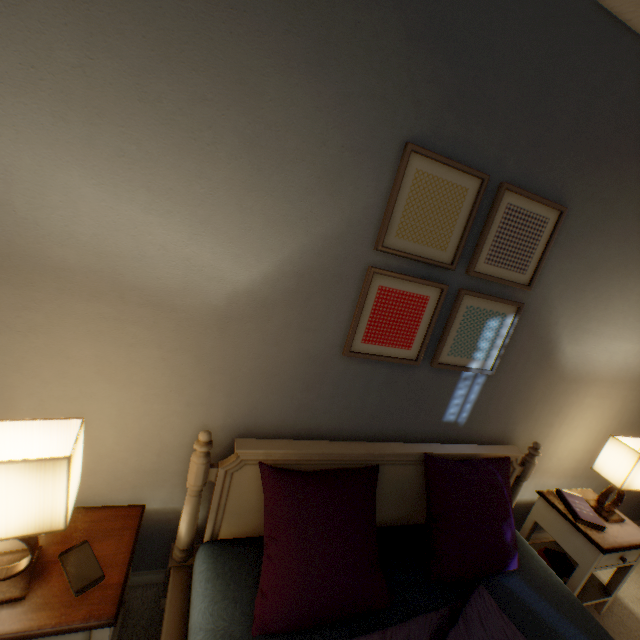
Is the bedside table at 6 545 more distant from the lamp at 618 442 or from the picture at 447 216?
the lamp at 618 442

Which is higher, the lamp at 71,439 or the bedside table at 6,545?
the lamp at 71,439

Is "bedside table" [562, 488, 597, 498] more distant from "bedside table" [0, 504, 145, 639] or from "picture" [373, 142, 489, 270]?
"bedside table" [0, 504, 145, 639]

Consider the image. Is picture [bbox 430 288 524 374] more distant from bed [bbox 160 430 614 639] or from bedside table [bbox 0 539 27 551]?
bedside table [bbox 0 539 27 551]

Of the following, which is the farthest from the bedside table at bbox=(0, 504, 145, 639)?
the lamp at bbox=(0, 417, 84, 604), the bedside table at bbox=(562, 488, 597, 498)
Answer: the bedside table at bbox=(562, 488, 597, 498)

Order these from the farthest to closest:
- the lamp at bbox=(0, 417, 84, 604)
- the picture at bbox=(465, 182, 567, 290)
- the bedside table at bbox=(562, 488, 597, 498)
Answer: the bedside table at bbox=(562, 488, 597, 498) → the picture at bbox=(465, 182, 567, 290) → the lamp at bbox=(0, 417, 84, 604)

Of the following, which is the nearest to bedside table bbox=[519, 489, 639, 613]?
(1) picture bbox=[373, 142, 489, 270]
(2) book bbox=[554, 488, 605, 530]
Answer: (2) book bbox=[554, 488, 605, 530]

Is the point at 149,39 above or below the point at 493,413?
above
